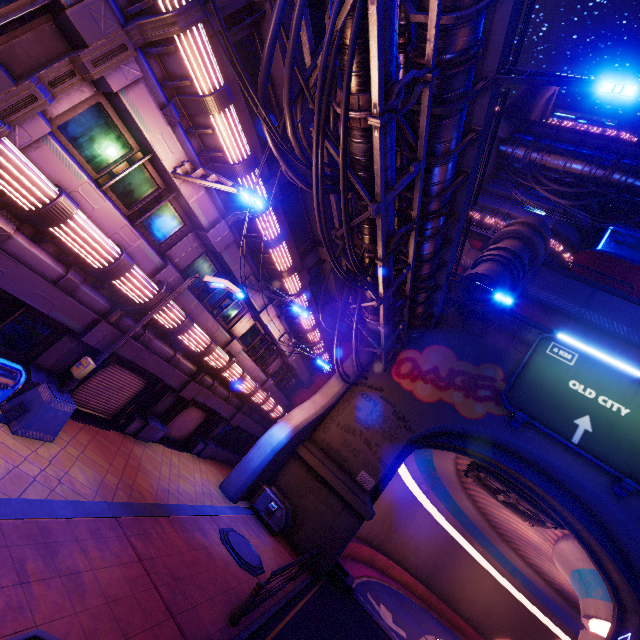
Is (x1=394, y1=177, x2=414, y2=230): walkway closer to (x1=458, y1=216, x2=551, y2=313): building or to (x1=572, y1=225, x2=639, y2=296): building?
(x1=458, y1=216, x2=551, y2=313): building

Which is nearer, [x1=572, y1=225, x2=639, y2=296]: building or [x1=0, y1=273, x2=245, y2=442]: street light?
[x1=0, y1=273, x2=245, y2=442]: street light

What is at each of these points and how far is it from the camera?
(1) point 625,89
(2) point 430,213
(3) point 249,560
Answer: (1) street light, 7.9 meters
(2) walkway, 12.2 meters
(3) manhole, 11.2 meters

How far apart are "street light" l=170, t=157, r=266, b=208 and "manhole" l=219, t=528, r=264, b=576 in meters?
11.0

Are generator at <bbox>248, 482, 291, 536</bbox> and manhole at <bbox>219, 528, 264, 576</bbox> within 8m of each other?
yes

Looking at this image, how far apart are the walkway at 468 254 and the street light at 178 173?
22.7m

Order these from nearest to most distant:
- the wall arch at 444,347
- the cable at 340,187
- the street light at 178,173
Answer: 1. the cable at 340,187
2. the street light at 178,173
3. the wall arch at 444,347

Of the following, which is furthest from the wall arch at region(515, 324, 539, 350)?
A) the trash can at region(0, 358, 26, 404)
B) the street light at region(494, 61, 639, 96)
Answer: the street light at region(494, 61, 639, 96)
